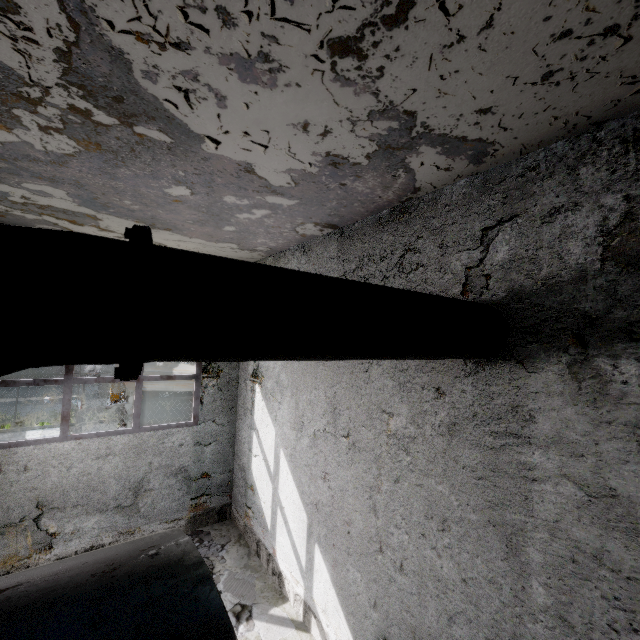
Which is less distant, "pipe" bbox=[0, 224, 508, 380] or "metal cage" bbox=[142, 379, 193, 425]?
"pipe" bbox=[0, 224, 508, 380]

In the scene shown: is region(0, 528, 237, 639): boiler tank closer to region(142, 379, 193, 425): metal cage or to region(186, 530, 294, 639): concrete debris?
region(186, 530, 294, 639): concrete debris

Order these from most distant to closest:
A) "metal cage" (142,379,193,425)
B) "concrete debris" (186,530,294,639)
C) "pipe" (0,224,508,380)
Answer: "metal cage" (142,379,193,425), "concrete debris" (186,530,294,639), "pipe" (0,224,508,380)

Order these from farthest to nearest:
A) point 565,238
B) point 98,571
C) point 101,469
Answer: point 101,469, point 565,238, point 98,571

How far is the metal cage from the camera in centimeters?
986cm

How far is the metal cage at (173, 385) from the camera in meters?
9.9

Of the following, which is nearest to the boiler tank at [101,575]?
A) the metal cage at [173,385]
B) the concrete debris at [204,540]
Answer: the concrete debris at [204,540]

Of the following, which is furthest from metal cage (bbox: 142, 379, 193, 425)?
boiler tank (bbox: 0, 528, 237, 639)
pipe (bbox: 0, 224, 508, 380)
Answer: pipe (bbox: 0, 224, 508, 380)
